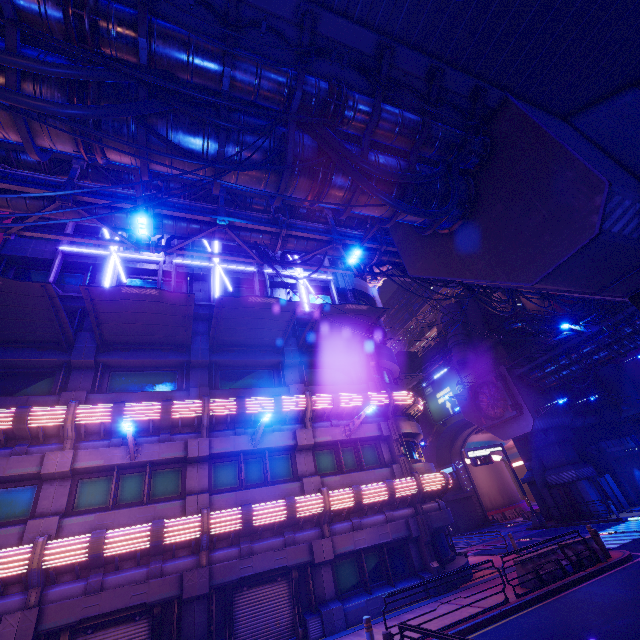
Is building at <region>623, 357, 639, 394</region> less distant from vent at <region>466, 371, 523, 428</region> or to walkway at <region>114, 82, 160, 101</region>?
vent at <region>466, 371, 523, 428</region>

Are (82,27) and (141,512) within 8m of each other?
no

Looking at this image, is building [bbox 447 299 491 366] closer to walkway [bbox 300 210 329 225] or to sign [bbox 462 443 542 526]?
sign [bbox 462 443 542 526]

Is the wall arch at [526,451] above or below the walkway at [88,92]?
below

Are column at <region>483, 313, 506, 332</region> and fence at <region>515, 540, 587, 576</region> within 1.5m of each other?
no

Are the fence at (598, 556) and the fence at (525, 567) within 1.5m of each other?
yes

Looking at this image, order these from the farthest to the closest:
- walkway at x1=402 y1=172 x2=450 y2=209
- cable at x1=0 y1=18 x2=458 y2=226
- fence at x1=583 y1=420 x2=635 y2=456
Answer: fence at x1=583 y1=420 x2=635 y2=456, walkway at x1=402 y1=172 x2=450 y2=209, cable at x1=0 y1=18 x2=458 y2=226

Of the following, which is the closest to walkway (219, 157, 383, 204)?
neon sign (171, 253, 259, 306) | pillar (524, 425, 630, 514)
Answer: neon sign (171, 253, 259, 306)
